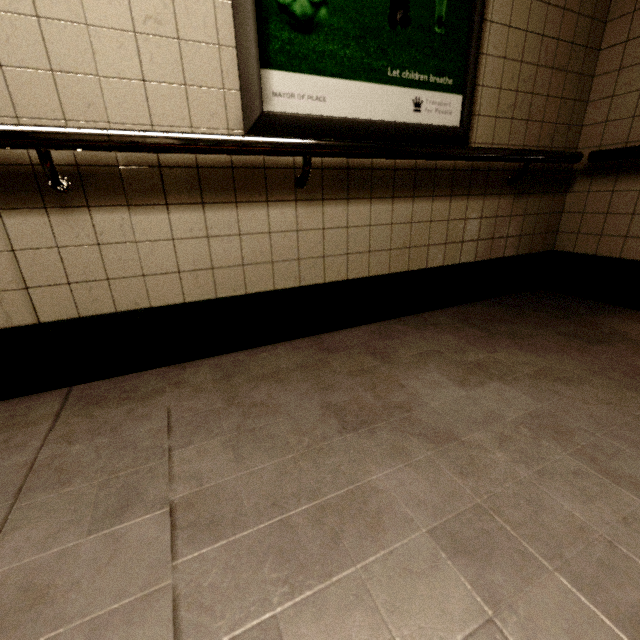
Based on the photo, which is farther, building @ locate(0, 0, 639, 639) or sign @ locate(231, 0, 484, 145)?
sign @ locate(231, 0, 484, 145)

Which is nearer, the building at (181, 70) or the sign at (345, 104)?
A: the building at (181, 70)

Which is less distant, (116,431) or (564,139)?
(116,431)
